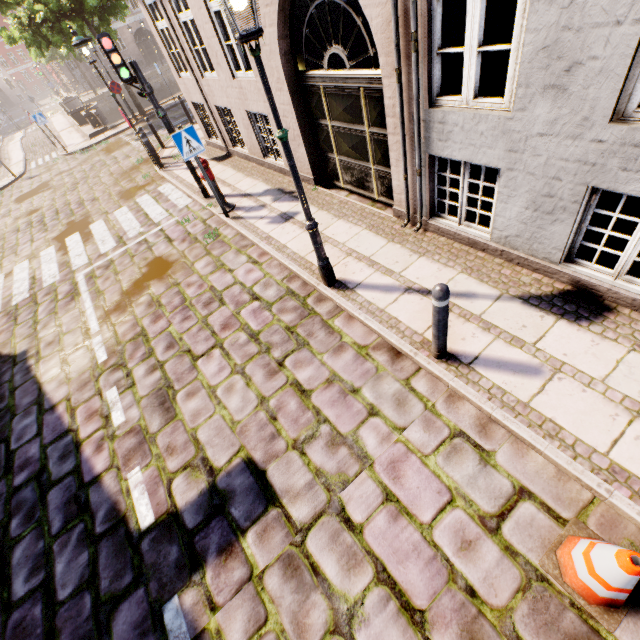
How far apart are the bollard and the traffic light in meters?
7.5

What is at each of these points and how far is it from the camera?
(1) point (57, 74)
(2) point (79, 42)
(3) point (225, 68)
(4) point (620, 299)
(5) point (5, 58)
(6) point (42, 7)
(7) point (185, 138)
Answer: (1) building, 44.7 meters
(2) street light, 9.0 meters
(3) building, 7.4 meters
(4) building, 3.6 meters
(5) building, 57.3 meters
(6) tree, 13.6 meters
(7) sign, 6.2 meters

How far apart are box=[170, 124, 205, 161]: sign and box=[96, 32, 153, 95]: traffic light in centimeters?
170cm

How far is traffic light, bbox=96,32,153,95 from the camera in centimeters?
605cm

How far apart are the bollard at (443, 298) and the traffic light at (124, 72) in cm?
753

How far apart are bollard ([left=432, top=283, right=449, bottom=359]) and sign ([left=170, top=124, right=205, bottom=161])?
5.8 meters

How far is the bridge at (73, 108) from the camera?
18.7m

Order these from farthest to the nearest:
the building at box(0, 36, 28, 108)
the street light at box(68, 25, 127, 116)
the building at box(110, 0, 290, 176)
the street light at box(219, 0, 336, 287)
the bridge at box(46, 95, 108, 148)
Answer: the building at box(0, 36, 28, 108)
the bridge at box(46, 95, 108, 148)
the street light at box(68, 25, 127, 116)
the building at box(110, 0, 290, 176)
the street light at box(219, 0, 336, 287)
